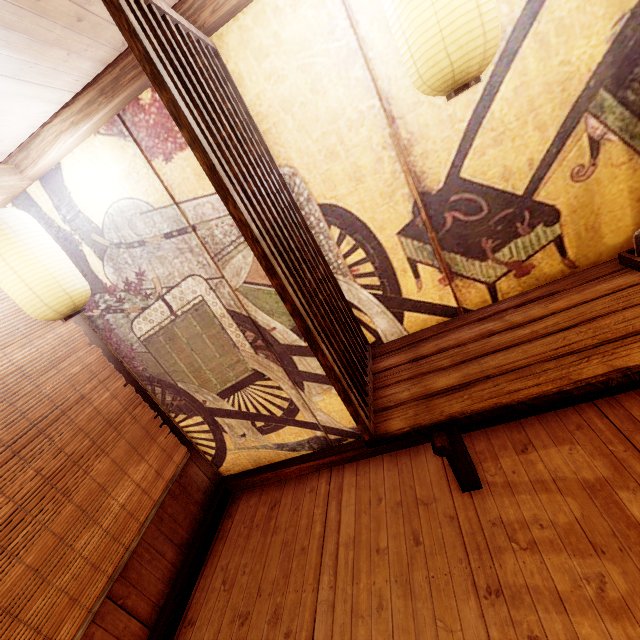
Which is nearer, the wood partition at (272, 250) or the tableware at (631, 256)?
the wood partition at (272, 250)

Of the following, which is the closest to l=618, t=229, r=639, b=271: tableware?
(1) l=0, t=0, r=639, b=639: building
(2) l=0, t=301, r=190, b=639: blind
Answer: (1) l=0, t=0, r=639, b=639: building

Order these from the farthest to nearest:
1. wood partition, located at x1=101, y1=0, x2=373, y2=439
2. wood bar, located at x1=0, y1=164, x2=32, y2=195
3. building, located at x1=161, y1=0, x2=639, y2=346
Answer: wood bar, located at x1=0, y1=164, x2=32, y2=195
building, located at x1=161, y1=0, x2=639, y2=346
wood partition, located at x1=101, y1=0, x2=373, y2=439

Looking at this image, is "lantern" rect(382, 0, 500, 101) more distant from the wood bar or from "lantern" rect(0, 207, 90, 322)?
"lantern" rect(0, 207, 90, 322)

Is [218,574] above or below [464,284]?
below

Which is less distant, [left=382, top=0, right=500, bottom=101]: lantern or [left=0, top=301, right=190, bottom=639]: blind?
[left=382, top=0, right=500, bottom=101]: lantern

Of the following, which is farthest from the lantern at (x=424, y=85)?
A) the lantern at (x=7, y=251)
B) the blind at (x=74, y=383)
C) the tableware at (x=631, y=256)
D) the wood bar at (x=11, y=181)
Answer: the blind at (x=74, y=383)

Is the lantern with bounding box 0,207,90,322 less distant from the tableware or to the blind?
the blind
